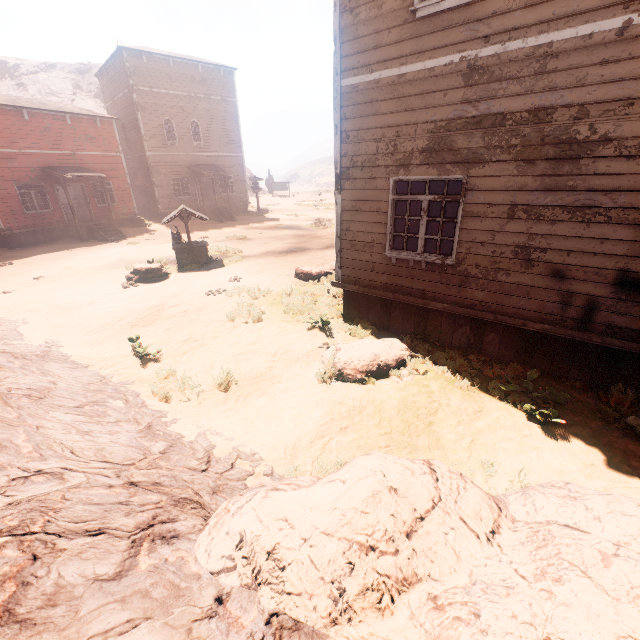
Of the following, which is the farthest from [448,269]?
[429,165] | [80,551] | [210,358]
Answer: [80,551]

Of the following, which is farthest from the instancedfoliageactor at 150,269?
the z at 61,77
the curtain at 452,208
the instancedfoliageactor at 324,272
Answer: the z at 61,77

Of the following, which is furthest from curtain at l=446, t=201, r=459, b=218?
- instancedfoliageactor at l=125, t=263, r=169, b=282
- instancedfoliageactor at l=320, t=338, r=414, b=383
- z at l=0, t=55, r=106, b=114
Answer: z at l=0, t=55, r=106, b=114

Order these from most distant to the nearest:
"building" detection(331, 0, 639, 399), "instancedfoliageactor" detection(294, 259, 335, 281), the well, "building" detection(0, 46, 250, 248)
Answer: "building" detection(0, 46, 250, 248), the well, "instancedfoliageactor" detection(294, 259, 335, 281), "building" detection(331, 0, 639, 399)

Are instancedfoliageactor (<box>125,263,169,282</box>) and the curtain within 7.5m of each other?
no

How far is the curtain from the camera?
5.8 meters

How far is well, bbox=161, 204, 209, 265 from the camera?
12.92m

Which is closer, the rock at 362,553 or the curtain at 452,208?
the rock at 362,553
